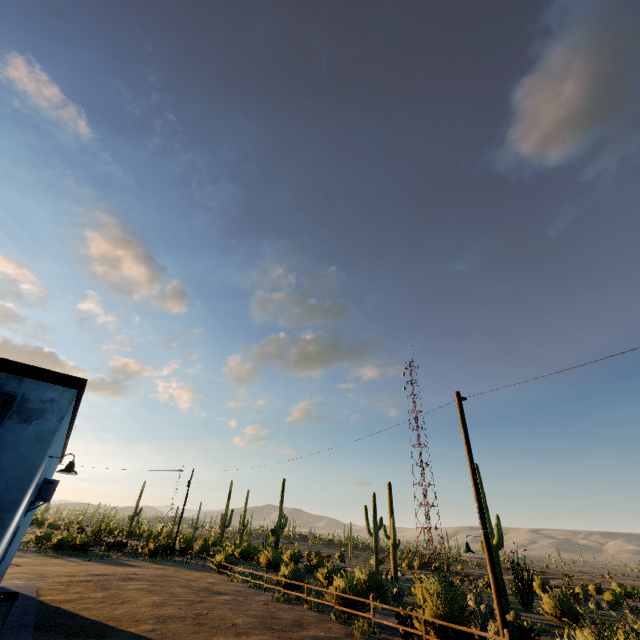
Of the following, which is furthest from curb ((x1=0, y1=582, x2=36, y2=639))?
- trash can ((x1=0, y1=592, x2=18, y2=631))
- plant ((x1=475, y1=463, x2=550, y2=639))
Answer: plant ((x1=475, y1=463, x2=550, y2=639))

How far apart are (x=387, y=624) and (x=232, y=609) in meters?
6.2 m

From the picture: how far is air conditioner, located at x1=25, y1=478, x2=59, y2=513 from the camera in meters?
8.8

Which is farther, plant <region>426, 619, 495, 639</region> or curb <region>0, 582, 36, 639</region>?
plant <region>426, 619, 495, 639</region>

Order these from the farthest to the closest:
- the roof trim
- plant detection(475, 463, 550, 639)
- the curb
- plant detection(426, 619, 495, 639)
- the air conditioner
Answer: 1. plant detection(475, 463, 550, 639)
2. plant detection(426, 619, 495, 639)
3. the air conditioner
4. the curb
5. the roof trim

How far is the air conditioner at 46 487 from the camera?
8.77m

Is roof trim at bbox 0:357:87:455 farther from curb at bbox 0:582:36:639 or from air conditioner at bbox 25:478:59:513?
curb at bbox 0:582:36:639

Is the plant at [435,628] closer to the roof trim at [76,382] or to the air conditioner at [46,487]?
the roof trim at [76,382]
